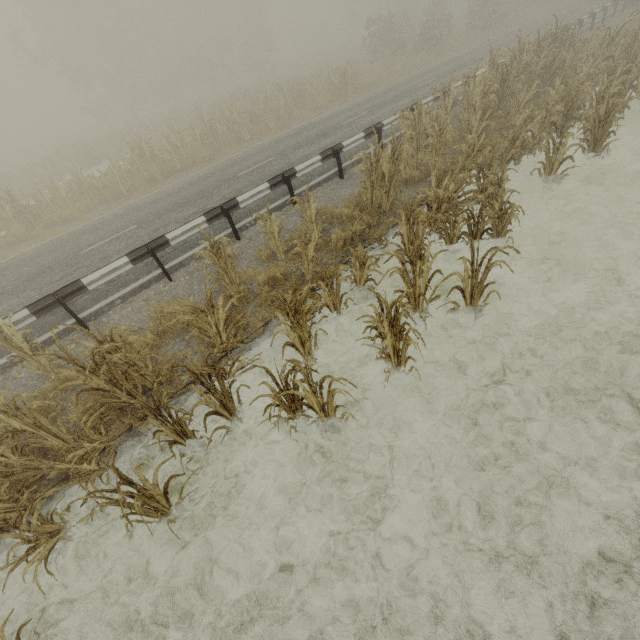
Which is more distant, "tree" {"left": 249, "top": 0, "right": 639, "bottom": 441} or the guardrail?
the guardrail

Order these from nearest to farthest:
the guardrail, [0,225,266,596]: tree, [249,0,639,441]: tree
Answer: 1. [0,225,266,596]: tree
2. [249,0,639,441]: tree
3. the guardrail

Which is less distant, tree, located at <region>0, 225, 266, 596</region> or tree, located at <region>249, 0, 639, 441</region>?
tree, located at <region>0, 225, 266, 596</region>

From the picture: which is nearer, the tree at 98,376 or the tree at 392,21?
the tree at 98,376

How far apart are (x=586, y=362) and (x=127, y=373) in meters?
6.5 m

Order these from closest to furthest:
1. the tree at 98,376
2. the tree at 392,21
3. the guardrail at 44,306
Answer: the tree at 98,376, the tree at 392,21, the guardrail at 44,306

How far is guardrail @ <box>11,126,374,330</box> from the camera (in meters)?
6.30
